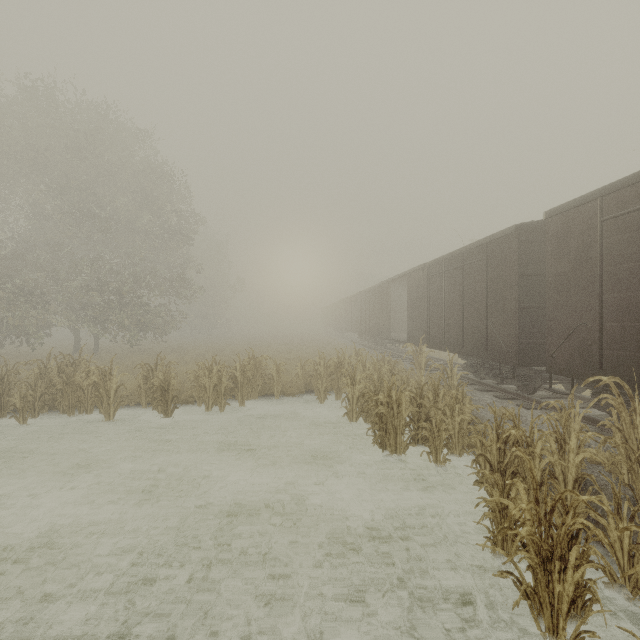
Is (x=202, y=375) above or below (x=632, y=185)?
below
